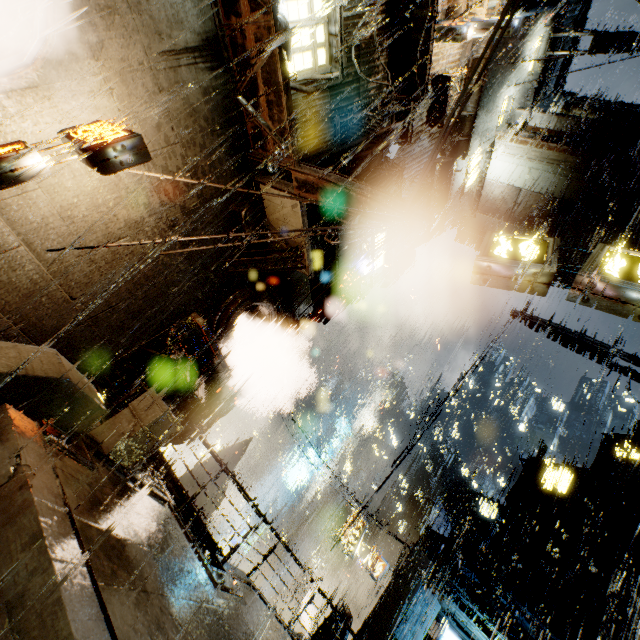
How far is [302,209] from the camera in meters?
8.6 m

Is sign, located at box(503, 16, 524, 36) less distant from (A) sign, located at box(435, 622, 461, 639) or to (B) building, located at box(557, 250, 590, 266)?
(B) building, located at box(557, 250, 590, 266)

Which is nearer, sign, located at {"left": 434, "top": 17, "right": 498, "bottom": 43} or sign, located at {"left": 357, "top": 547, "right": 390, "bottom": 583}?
sign, located at {"left": 434, "top": 17, "right": 498, "bottom": 43}

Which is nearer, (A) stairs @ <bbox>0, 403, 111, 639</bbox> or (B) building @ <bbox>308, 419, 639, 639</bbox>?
(A) stairs @ <bbox>0, 403, 111, 639</bbox>

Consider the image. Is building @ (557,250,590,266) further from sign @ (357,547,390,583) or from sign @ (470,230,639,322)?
sign @ (357,547,390,583)

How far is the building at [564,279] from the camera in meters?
17.6 m

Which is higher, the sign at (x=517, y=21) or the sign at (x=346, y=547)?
the sign at (x=517, y=21)

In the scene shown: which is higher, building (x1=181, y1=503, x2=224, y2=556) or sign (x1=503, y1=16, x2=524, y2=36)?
sign (x1=503, y1=16, x2=524, y2=36)
